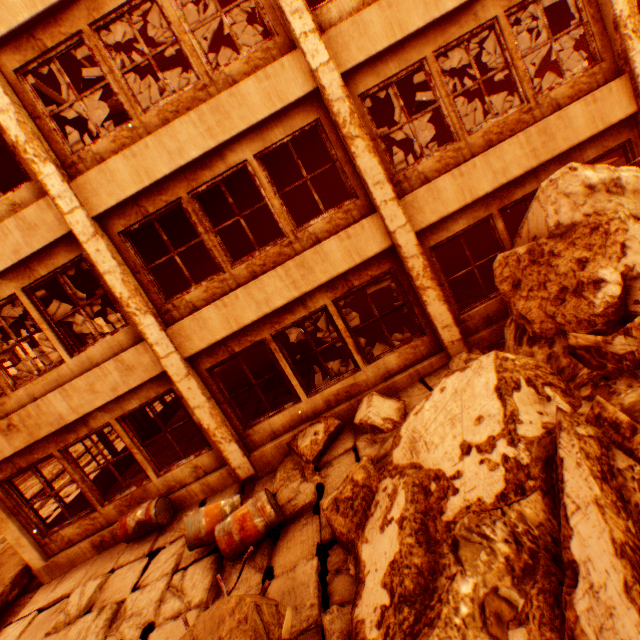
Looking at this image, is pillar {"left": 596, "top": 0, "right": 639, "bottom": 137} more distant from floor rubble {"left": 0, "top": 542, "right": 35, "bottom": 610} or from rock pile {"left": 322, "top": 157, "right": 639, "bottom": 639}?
floor rubble {"left": 0, "top": 542, "right": 35, "bottom": 610}

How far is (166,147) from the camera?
5.58m

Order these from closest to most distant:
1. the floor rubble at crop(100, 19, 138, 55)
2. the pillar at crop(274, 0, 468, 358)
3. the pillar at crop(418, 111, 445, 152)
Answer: the pillar at crop(274, 0, 468, 358)
the pillar at crop(418, 111, 445, 152)
the floor rubble at crop(100, 19, 138, 55)

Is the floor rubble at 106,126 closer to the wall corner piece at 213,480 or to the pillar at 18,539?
the pillar at 18,539

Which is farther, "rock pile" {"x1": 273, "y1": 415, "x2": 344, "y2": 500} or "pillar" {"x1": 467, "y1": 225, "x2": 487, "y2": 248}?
"pillar" {"x1": 467, "y1": 225, "x2": 487, "y2": 248}

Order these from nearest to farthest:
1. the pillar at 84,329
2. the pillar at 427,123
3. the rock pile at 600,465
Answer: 1. the rock pile at 600,465
2. the pillar at 84,329
3. the pillar at 427,123

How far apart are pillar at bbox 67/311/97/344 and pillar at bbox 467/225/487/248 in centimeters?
1452cm

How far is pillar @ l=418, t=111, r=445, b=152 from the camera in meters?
12.3 m
